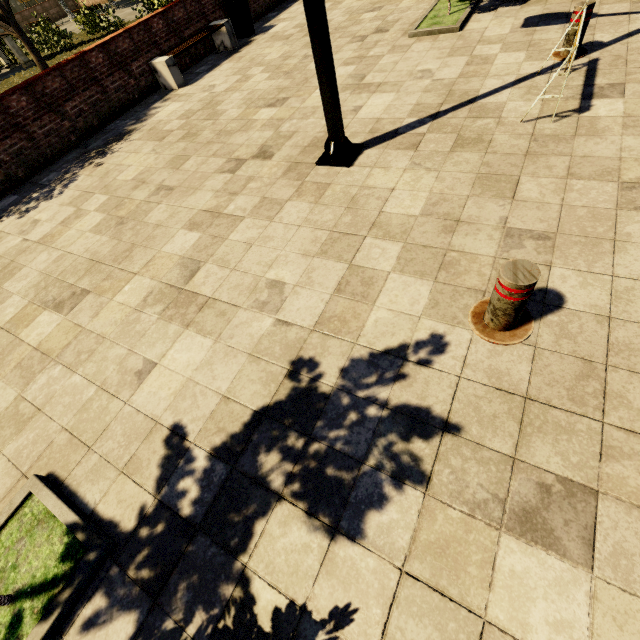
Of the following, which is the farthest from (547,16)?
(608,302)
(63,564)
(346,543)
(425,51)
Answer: (63,564)

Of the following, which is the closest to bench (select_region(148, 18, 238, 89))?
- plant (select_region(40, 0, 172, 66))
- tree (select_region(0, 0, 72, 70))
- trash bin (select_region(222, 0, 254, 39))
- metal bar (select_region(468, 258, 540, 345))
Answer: trash bin (select_region(222, 0, 254, 39))

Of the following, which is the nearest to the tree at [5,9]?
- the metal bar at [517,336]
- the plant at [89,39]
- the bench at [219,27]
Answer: the plant at [89,39]

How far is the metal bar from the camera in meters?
2.0

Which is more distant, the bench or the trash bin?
the trash bin

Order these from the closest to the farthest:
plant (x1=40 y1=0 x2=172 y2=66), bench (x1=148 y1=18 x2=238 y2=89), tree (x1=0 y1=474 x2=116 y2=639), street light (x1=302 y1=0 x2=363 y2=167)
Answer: tree (x1=0 y1=474 x2=116 y2=639), street light (x1=302 y1=0 x2=363 y2=167), bench (x1=148 y1=18 x2=238 y2=89), plant (x1=40 y1=0 x2=172 y2=66)

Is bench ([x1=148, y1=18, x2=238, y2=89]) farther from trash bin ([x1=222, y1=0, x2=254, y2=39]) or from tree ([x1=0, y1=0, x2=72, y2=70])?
tree ([x1=0, y1=0, x2=72, y2=70])

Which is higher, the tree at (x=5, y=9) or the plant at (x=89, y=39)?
the tree at (x=5, y=9)
